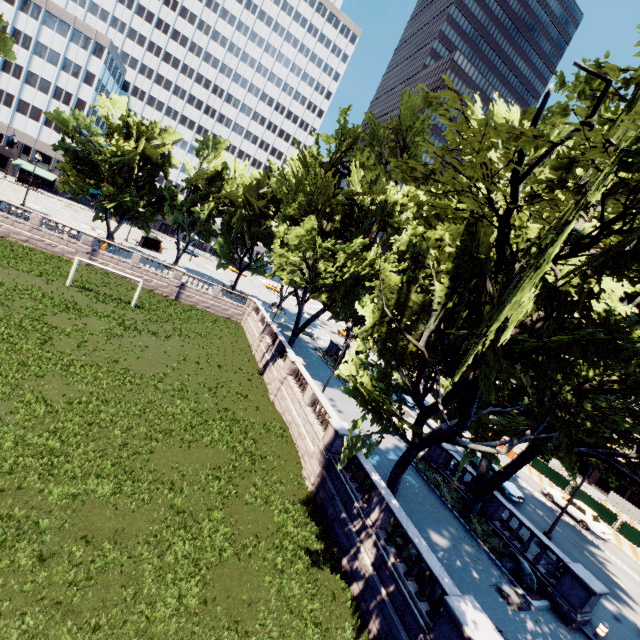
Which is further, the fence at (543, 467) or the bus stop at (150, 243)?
the bus stop at (150, 243)

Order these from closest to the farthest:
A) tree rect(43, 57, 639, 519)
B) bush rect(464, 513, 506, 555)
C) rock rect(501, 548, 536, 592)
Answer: tree rect(43, 57, 639, 519)
rock rect(501, 548, 536, 592)
bush rect(464, 513, 506, 555)

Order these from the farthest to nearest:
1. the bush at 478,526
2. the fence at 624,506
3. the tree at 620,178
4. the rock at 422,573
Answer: the fence at 624,506 < the bush at 478,526 < the rock at 422,573 < the tree at 620,178

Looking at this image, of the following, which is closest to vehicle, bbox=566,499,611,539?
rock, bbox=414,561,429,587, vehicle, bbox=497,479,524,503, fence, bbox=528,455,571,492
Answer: fence, bbox=528,455,571,492

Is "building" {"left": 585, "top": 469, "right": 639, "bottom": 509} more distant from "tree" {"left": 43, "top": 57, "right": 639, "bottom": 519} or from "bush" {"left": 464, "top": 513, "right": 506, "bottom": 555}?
"bush" {"left": 464, "top": 513, "right": 506, "bottom": 555}

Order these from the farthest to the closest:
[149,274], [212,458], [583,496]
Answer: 1. [149,274]
2. [583,496]
3. [212,458]

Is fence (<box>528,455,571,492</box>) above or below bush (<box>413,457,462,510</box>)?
above
